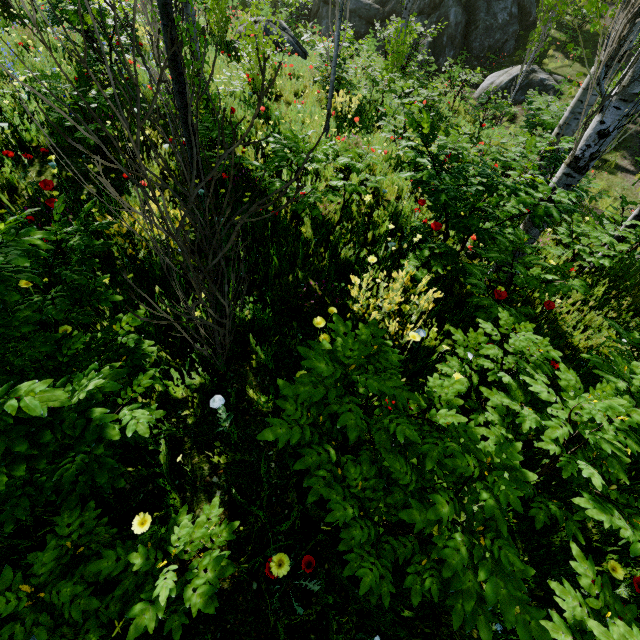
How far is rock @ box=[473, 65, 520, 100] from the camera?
15.44m

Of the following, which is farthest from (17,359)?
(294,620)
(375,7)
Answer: (375,7)

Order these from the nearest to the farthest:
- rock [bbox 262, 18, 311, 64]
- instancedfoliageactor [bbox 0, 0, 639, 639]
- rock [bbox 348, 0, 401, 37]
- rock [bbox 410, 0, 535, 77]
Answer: instancedfoliageactor [bbox 0, 0, 639, 639] < rock [bbox 262, 18, 311, 64] < rock [bbox 410, 0, 535, 77] < rock [bbox 348, 0, 401, 37]

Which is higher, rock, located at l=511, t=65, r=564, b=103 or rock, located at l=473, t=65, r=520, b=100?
rock, located at l=511, t=65, r=564, b=103

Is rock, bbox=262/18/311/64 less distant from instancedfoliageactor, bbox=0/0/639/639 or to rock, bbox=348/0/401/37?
instancedfoliageactor, bbox=0/0/639/639

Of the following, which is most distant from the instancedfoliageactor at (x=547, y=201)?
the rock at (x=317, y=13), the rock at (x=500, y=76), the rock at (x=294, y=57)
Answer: the rock at (x=294, y=57)

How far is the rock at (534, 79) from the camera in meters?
15.1 m
